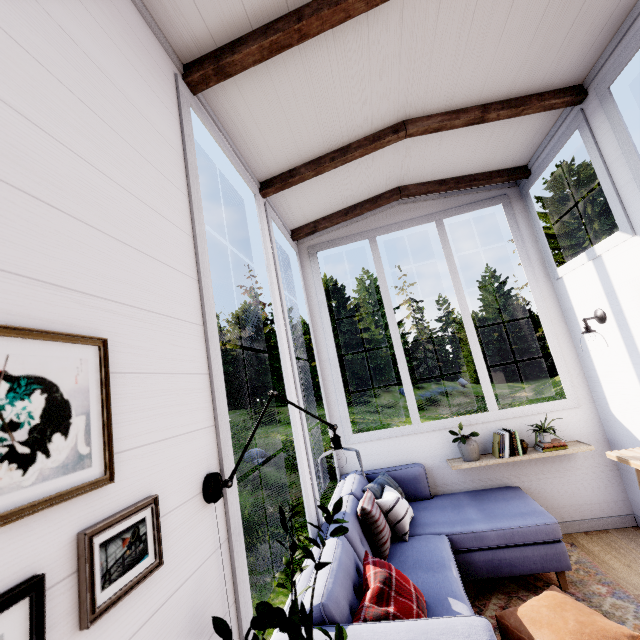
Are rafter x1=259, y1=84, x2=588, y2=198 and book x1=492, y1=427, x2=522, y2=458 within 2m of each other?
no

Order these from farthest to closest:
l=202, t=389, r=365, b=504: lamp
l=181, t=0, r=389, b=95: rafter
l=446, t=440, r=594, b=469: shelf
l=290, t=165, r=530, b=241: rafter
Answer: l=290, t=165, r=530, b=241: rafter
l=446, t=440, r=594, b=469: shelf
l=181, t=0, r=389, b=95: rafter
l=202, t=389, r=365, b=504: lamp

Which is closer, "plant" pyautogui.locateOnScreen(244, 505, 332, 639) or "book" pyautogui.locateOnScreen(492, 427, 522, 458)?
"plant" pyautogui.locateOnScreen(244, 505, 332, 639)

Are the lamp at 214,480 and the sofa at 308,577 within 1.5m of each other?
yes

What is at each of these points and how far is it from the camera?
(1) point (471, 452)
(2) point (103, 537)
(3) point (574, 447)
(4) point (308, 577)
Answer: (1) plant, 3.28m
(2) painting, 0.77m
(3) shelf, 3.12m
(4) sofa, 1.78m

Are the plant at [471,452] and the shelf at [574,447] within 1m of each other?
yes

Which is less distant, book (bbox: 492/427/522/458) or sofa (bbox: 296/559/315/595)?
sofa (bbox: 296/559/315/595)

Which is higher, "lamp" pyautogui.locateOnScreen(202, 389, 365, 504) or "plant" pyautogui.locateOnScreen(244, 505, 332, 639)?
"lamp" pyautogui.locateOnScreen(202, 389, 365, 504)
